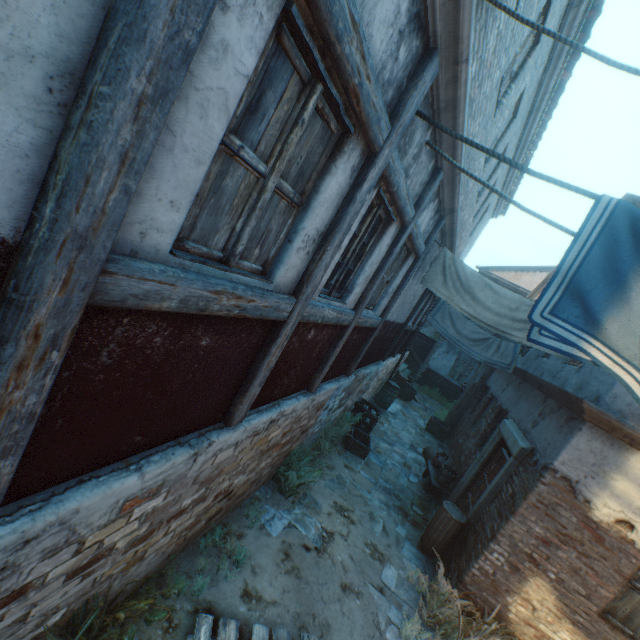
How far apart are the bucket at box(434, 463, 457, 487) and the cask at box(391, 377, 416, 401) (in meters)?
6.98

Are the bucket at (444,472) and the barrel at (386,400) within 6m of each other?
yes

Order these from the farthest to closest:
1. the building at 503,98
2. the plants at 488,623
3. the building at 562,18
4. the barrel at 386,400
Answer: the barrel at 386,400
the plants at 488,623
the building at 562,18
the building at 503,98

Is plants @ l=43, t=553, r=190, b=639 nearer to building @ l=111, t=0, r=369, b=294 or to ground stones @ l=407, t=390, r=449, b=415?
building @ l=111, t=0, r=369, b=294

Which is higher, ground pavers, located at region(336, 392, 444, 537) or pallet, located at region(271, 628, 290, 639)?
pallet, located at region(271, 628, 290, 639)

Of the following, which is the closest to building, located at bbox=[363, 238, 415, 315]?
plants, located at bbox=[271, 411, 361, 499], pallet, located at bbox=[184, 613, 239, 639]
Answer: plants, located at bbox=[271, 411, 361, 499]

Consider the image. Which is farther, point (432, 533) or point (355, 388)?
point (355, 388)

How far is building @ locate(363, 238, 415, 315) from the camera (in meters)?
5.67
